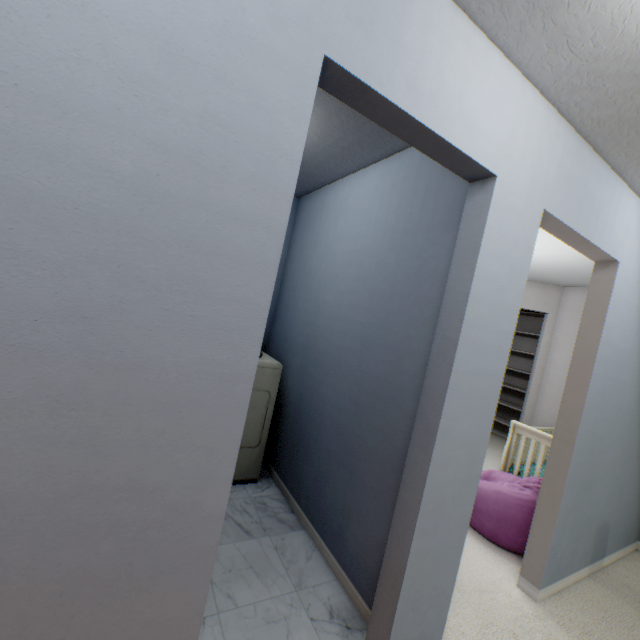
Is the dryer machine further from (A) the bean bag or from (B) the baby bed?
(B) the baby bed

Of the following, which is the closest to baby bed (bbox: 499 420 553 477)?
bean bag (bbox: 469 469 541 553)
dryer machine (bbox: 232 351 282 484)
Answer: bean bag (bbox: 469 469 541 553)

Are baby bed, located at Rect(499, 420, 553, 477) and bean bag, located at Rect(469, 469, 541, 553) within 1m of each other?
yes

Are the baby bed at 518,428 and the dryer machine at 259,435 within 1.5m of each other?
no

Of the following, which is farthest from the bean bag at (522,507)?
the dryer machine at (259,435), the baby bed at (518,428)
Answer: the dryer machine at (259,435)

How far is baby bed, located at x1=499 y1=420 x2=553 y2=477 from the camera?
2.9m

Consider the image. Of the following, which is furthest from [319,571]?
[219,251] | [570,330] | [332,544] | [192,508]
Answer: [570,330]
